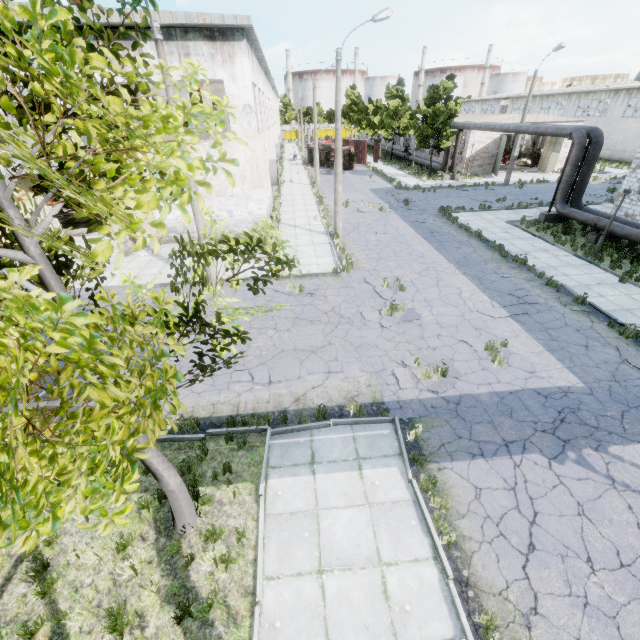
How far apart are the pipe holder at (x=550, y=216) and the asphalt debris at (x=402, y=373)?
16.9m

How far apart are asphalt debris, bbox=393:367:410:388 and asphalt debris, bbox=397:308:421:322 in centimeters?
144cm

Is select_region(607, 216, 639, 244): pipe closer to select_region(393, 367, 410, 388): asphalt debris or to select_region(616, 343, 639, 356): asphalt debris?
select_region(616, 343, 639, 356): asphalt debris

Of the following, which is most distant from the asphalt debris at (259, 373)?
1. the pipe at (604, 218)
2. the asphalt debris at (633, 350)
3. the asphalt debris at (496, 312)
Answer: the pipe at (604, 218)

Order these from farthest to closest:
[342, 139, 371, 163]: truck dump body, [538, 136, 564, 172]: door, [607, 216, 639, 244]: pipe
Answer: [342, 139, 371, 163]: truck dump body < [538, 136, 564, 172]: door < [607, 216, 639, 244]: pipe

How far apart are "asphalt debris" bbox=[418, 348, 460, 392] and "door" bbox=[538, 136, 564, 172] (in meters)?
36.89

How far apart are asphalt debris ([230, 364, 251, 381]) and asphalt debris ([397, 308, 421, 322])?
4.0 meters

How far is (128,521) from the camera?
2.9m
